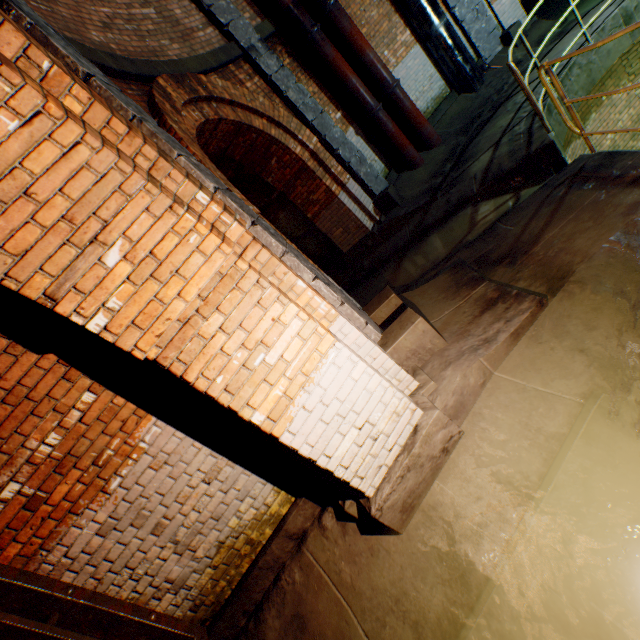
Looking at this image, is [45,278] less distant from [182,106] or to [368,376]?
[368,376]

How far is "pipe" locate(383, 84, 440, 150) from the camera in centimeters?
786cm

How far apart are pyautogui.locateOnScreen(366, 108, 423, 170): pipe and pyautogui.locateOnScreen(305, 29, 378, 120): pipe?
0.1 meters

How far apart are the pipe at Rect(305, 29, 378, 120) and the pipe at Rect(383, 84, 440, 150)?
0.3m

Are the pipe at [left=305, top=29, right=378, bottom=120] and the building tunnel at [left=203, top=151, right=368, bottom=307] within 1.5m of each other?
no

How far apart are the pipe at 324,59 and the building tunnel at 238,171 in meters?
2.7 m

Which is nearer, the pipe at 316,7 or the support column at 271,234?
the support column at 271,234

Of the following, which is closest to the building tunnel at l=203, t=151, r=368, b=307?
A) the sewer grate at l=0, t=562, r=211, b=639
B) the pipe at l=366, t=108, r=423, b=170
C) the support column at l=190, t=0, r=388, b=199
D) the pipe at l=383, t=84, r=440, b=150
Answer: the support column at l=190, t=0, r=388, b=199
